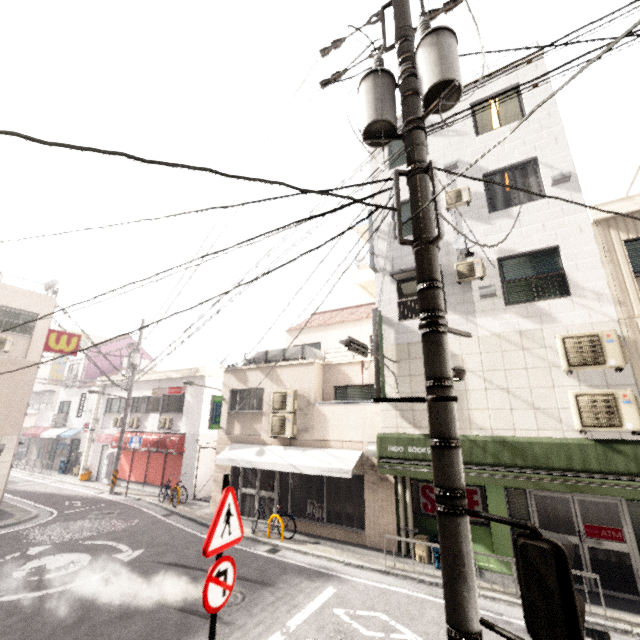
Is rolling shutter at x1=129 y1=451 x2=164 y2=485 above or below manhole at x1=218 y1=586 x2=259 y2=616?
above

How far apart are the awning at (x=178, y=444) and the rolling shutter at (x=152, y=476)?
0.1m

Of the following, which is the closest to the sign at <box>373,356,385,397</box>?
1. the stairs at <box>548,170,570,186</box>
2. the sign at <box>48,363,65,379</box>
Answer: the stairs at <box>548,170,570,186</box>

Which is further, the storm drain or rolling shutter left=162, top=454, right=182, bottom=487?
rolling shutter left=162, top=454, right=182, bottom=487

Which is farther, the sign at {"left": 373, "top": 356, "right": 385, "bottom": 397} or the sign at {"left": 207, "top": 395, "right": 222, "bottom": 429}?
the sign at {"left": 207, "top": 395, "right": 222, "bottom": 429}

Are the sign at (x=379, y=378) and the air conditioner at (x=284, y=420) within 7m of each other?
yes

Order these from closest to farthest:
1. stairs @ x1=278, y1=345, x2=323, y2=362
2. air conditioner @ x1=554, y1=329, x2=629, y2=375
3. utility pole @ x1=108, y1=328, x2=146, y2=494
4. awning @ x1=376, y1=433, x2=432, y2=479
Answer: air conditioner @ x1=554, y1=329, x2=629, y2=375
awning @ x1=376, y1=433, x2=432, y2=479
stairs @ x1=278, y1=345, x2=323, y2=362
utility pole @ x1=108, y1=328, x2=146, y2=494

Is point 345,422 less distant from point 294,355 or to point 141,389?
point 294,355
